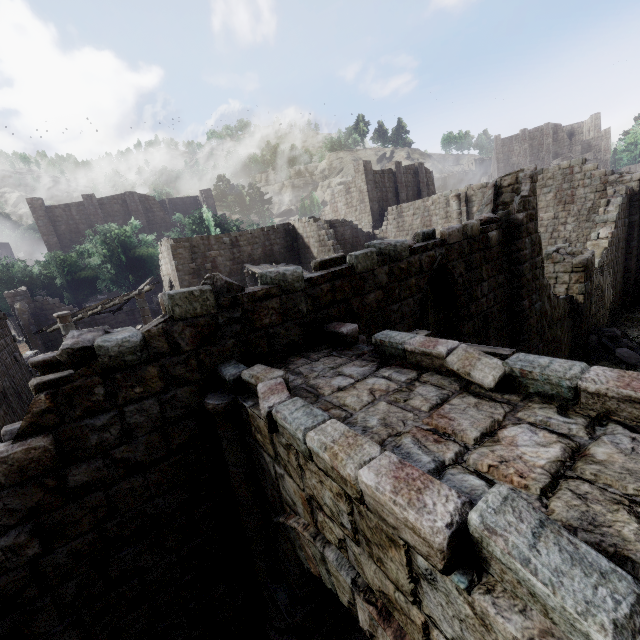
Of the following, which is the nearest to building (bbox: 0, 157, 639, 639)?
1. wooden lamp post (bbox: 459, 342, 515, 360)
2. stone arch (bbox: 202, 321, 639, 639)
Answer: stone arch (bbox: 202, 321, 639, 639)

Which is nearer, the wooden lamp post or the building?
the building

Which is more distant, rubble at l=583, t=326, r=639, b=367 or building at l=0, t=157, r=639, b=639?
rubble at l=583, t=326, r=639, b=367

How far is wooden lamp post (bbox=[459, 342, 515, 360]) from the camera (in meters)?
4.13

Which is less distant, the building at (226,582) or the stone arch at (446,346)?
the stone arch at (446,346)

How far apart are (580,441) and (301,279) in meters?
3.6 m

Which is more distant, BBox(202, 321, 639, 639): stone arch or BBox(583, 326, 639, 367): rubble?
BBox(583, 326, 639, 367): rubble

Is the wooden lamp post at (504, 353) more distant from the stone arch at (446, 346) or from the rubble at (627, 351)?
the rubble at (627, 351)
